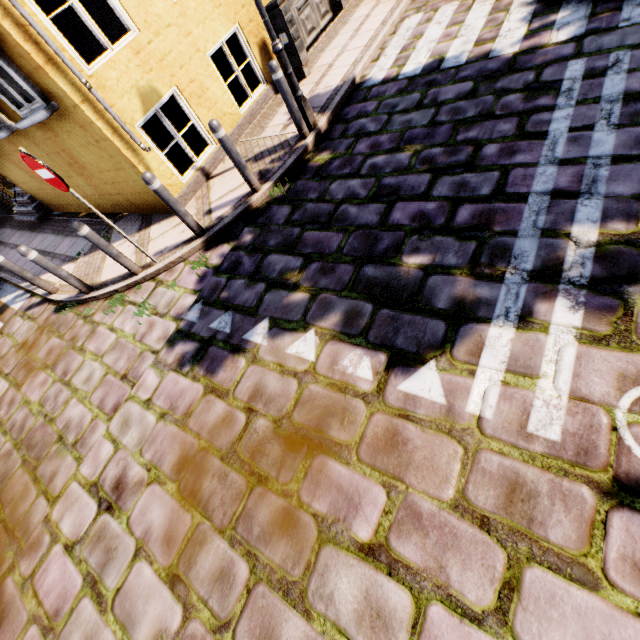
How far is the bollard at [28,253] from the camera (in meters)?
4.76

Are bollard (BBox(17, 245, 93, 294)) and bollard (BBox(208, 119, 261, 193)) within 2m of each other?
no

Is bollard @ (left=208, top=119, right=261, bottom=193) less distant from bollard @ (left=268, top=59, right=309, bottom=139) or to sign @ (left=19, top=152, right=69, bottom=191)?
bollard @ (left=268, top=59, right=309, bottom=139)

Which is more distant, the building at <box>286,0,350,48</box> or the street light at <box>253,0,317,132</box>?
the building at <box>286,0,350,48</box>

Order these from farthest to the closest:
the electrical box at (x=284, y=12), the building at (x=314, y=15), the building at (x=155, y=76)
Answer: the building at (x=314, y=15)
the electrical box at (x=284, y=12)
the building at (x=155, y=76)

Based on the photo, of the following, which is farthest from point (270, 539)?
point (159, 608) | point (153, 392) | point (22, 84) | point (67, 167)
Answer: point (67, 167)

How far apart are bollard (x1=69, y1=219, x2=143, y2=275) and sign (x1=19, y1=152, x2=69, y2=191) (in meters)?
0.43

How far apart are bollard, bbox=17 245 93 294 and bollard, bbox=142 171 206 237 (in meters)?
2.21
